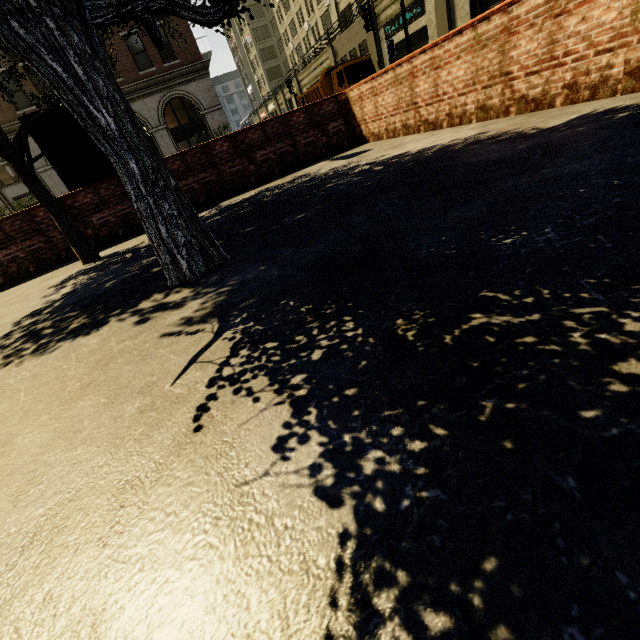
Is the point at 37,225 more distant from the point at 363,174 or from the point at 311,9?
the point at 311,9

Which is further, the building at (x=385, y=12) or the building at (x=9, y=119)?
the building at (x=385, y=12)

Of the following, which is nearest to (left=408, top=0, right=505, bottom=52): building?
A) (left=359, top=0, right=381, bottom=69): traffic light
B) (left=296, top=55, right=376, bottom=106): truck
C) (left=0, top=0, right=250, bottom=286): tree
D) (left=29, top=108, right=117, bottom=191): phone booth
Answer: (left=0, top=0, right=250, bottom=286): tree

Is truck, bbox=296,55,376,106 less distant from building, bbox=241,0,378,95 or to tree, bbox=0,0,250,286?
building, bbox=241,0,378,95

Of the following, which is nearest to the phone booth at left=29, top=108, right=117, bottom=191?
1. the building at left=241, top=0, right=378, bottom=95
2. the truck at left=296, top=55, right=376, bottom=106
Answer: the truck at left=296, top=55, right=376, bottom=106

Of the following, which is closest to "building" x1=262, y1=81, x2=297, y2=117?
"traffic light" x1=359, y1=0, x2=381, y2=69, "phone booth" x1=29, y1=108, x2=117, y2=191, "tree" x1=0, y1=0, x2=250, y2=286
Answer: "tree" x1=0, y1=0, x2=250, y2=286

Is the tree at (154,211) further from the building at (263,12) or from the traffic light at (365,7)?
the traffic light at (365,7)

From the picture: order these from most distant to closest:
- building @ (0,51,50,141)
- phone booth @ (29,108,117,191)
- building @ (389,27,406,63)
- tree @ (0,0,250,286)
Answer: building @ (389,27,406,63) → building @ (0,51,50,141) → phone booth @ (29,108,117,191) → tree @ (0,0,250,286)
